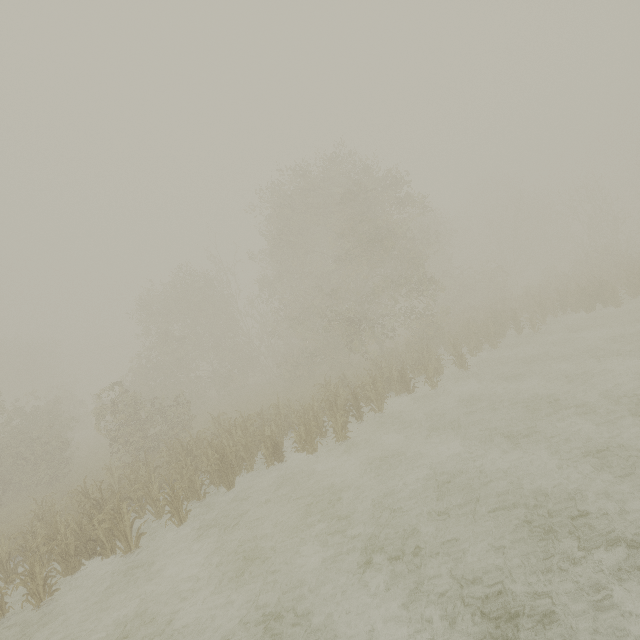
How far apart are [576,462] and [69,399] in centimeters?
4128cm
